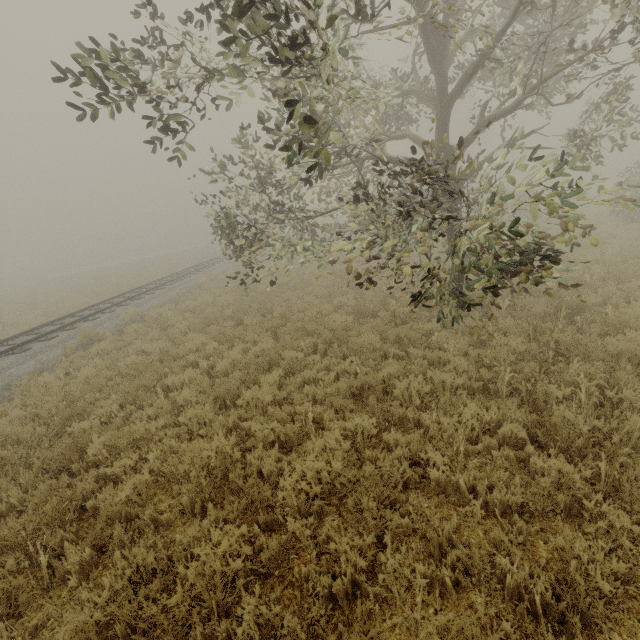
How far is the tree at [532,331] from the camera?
6.38m

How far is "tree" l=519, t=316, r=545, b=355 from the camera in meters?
6.4 m

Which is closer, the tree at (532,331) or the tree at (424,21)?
the tree at (424,21)

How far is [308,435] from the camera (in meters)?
5.57

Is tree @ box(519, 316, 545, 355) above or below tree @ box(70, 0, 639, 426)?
below

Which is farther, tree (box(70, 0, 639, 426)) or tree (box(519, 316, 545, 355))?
tree (box(519, 316, 545, 355))
